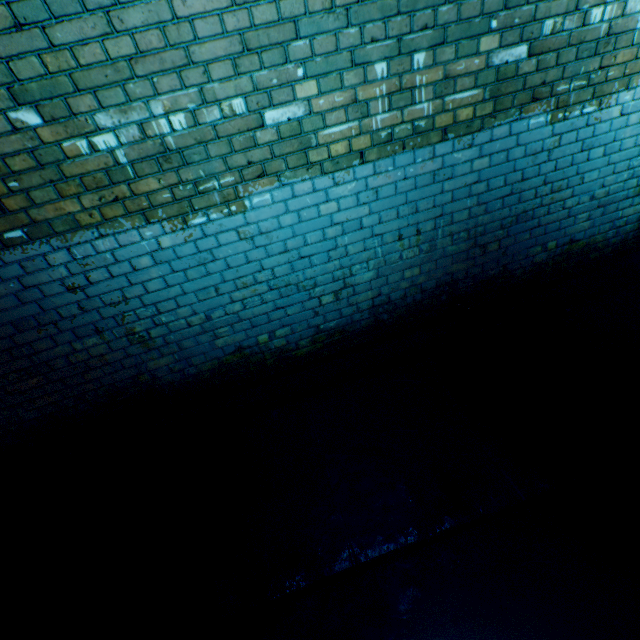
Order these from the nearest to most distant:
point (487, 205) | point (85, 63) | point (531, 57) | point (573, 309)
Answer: point (85, 63), point (531, 57), point (487, 205), point (573, 309)
